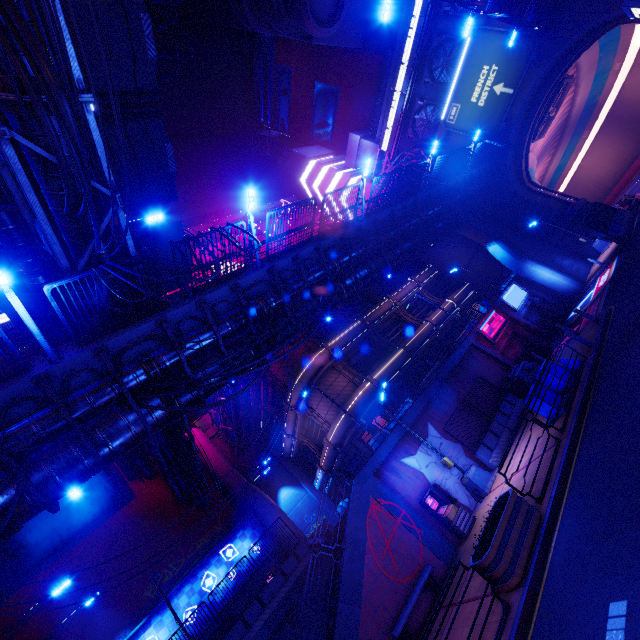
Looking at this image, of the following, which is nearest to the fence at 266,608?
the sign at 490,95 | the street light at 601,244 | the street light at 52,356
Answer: the street light at 52,356

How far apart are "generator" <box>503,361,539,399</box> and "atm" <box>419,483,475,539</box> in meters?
8.0 m

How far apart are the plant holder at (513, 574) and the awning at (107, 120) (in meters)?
17.68

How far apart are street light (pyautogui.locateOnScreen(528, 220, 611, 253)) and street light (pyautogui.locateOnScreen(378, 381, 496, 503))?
23.71m

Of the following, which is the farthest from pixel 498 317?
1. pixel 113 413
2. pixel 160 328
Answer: pixel 113 413

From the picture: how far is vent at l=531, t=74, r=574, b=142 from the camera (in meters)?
30.19

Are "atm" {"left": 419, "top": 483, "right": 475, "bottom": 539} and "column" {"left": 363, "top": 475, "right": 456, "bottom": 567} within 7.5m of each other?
yes

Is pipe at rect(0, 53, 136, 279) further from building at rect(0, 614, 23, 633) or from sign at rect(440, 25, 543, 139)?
sign at rect(440, 25, 543, 139)
